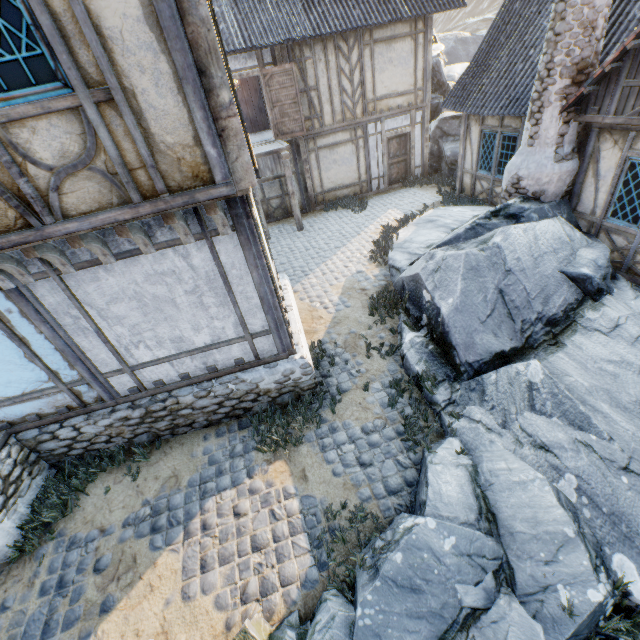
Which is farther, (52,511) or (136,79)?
(52,511)

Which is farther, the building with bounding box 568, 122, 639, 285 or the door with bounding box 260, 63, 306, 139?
the door with bounding box 260, 63, 306, 139

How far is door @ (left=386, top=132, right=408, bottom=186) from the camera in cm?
1396

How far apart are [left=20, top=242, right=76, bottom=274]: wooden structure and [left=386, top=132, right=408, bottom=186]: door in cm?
1335

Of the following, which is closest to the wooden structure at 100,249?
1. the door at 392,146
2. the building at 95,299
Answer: the building at 95,299

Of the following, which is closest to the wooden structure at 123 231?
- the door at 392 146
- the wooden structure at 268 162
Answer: the wooden structure at 268 162

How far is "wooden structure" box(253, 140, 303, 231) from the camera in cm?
1107

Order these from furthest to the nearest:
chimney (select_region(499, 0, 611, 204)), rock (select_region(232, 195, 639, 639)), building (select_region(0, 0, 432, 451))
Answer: chimney (select_region(499, 0, 611, 204)), rock (select_region(232, 195, 639, 639)), building (select_region(0, 0, 432, 451))
